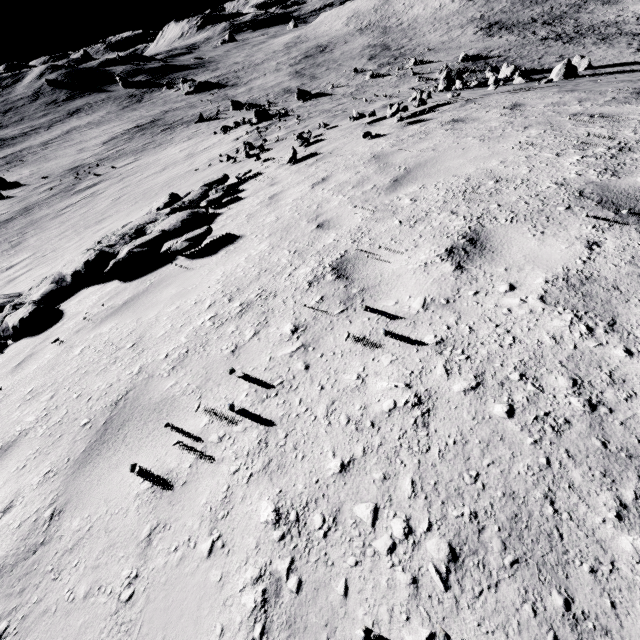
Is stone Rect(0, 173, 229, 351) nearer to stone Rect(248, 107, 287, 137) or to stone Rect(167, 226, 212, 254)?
stone Rect(167, 226, 212, 254)

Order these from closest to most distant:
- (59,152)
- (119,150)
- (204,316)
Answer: (204,316)
(119,150)
(59,152)

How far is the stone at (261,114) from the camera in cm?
2664

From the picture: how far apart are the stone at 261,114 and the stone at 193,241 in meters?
31.3

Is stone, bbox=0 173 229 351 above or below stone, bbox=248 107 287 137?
above

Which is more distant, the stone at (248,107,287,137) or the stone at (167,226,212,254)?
the stone at (248,107,287,137)
